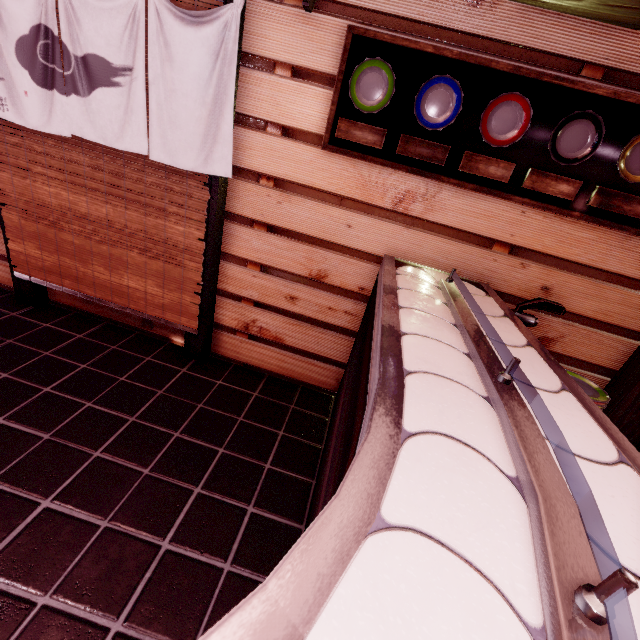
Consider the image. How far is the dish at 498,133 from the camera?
3.3 meters

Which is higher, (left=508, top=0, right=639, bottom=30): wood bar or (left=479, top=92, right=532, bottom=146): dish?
(left=508, top=0, right=639, bottom=30): wood bar

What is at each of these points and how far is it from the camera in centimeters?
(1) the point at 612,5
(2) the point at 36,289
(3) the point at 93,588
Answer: (1) wood bar, 277cm
(2) door frame, 548cm
(3) building, 260cm

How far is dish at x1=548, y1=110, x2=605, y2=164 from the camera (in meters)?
3.25

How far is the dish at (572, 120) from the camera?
3.2m

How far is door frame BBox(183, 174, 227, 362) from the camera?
4.2m

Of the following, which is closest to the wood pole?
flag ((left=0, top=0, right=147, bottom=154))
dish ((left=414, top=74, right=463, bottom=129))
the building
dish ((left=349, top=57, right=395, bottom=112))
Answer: the building

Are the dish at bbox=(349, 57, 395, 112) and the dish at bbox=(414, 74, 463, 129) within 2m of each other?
yes
